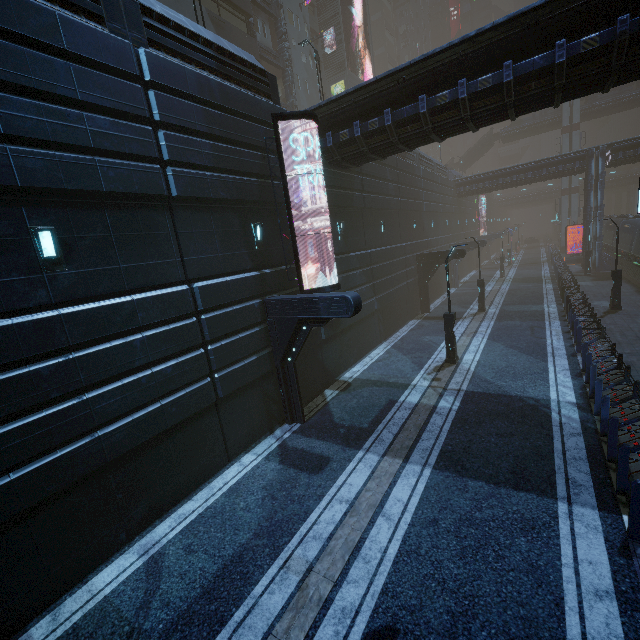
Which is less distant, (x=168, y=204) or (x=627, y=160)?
(x=168, y=204)

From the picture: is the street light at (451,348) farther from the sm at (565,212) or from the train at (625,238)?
the sm at (565,212)

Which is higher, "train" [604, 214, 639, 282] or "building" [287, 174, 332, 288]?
"building" [287, 174, 332, 288]

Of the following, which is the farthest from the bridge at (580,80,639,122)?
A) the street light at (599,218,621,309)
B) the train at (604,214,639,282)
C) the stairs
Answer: the street light at (599,218,621,309)

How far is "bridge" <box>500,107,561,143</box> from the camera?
50.00m

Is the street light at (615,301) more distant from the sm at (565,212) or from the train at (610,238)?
the sm at (565,212)

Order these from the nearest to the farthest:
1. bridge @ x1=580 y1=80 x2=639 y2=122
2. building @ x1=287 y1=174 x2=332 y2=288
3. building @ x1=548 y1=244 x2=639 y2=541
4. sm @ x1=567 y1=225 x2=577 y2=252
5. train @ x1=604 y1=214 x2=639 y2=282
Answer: building @ x1=548 y1=244 x2=639 y2=541, building @ x1=287 y1=174 x2=332 y2=288, train @ x1=604 y1=214 x2=639 y2=282, bridge @ x1=580 y1=80 x2=639 y2=122, sm @ x1=567 y1=225 x2=577 y2=252

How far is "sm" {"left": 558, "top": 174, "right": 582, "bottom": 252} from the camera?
49.8m
